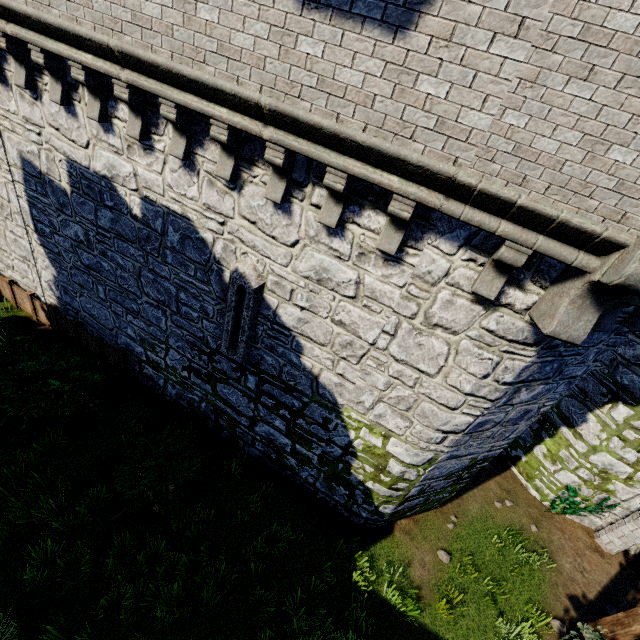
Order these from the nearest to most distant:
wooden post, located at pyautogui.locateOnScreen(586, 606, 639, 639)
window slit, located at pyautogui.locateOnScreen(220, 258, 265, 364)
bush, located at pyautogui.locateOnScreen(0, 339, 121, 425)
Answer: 1. window slit, located at pyautogui.locateOnScreen(220, 258, 265, 364)
2. wooden post, located at pyautogui.locateOnScreen(586, 606, 639, 639)
3. bush, located at pyautogui.locateOnScreen(0, 339, 121, 425)

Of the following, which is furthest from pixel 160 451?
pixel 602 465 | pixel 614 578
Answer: pixel 614 578

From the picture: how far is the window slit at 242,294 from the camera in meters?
6.2

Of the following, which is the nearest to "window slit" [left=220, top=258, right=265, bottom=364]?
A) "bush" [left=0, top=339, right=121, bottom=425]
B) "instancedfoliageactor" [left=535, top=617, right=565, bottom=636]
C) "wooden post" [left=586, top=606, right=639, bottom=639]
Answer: "bush" [left=0, top=339, right=121, bottom=425]

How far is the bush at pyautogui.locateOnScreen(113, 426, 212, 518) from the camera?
7.30m

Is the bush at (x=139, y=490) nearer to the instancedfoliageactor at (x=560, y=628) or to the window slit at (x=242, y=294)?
the window slit at (x=242, y=294)

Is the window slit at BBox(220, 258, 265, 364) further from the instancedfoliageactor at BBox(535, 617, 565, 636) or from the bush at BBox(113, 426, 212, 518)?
the instancedfoliageactor at BBox(535, 617, 565, 636)

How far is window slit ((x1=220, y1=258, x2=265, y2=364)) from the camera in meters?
6.2
